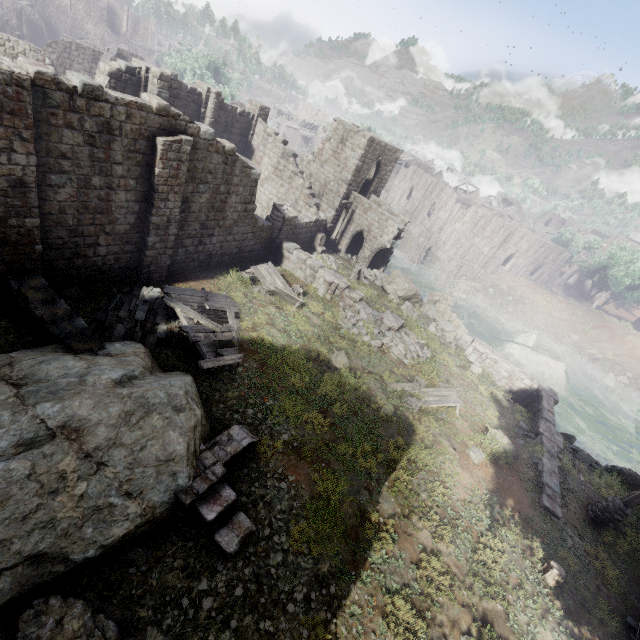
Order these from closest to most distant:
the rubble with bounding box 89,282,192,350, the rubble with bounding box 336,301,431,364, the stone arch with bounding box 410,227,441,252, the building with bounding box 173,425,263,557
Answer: the building with bounding box 173,425,263,557
the rubble with bounding box 89,282,192,350
the rubble with bounding box 336,301,431,364
the stone arch with bounding box 410,227,441,252

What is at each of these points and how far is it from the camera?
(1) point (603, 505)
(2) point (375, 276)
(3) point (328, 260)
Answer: (1) wooden lamp post, 12.88m
(2) rubble, 28.55m
(3) rubble, 25.98m

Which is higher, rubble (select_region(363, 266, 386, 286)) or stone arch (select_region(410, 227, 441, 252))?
rubble (select_region(363, 266, 386, 286))

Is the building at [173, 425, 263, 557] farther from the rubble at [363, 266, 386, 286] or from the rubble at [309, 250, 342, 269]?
the rubble at [363, 266, 386, 286]

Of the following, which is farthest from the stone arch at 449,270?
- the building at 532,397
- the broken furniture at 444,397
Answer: the broken furniture at 444,397

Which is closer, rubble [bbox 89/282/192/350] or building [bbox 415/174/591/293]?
rubble [bbox 89/282/192/350]

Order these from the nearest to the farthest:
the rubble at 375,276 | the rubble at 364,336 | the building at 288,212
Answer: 1. the building at 288,212
2. the rubble at 364,336
3. the rubble at 375,276

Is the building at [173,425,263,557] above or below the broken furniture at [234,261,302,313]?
above
